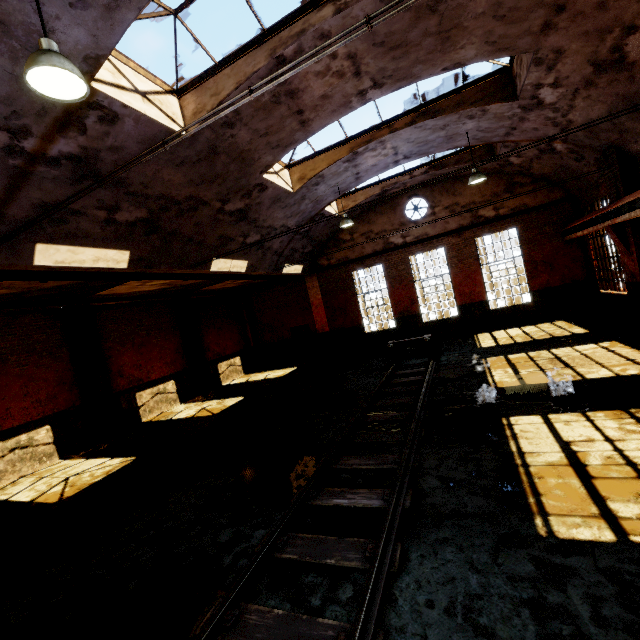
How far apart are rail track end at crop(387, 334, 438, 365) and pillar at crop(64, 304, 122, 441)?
10.52m

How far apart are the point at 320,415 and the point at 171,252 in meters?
6.3 m

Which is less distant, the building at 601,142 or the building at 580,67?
the building at 580,67

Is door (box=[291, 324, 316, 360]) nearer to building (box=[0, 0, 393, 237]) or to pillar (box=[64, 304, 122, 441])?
building (box=[0, 0, 393, 237])

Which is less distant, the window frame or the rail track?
the rail track

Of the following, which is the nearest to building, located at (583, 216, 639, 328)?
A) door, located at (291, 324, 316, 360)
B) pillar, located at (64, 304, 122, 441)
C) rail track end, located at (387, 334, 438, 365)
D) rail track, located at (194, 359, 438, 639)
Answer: door, located at (291, 324, 316, 360)

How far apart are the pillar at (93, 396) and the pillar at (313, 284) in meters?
10.6

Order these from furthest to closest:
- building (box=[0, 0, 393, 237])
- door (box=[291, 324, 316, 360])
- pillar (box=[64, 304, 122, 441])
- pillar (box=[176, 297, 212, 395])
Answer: door (box=[291, 324, 316, 360]) → pillar (box=[176, 297, 212, 395]) → pillar (box=[64, 304, 122, 441]) → building (box=[0, 0, 393, 237])
